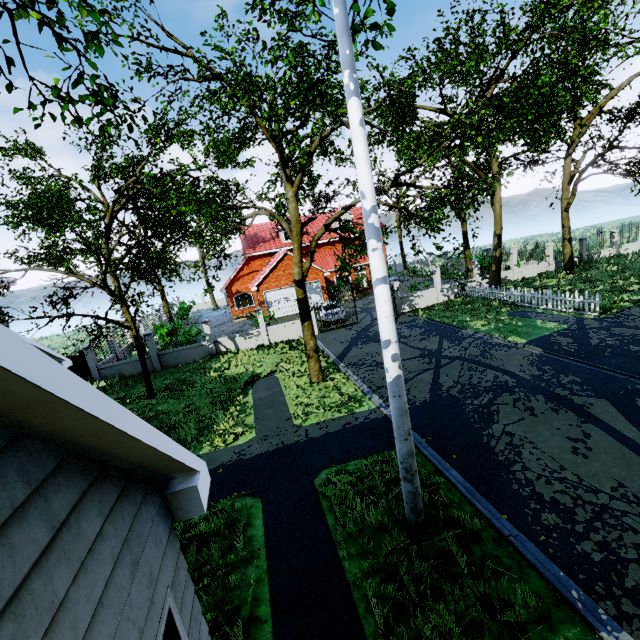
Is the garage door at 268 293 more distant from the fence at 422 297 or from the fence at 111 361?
the fence at 422 297

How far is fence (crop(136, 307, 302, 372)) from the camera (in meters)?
19.28

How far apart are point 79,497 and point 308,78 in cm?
1002

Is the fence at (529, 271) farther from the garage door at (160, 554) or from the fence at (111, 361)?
the garage door at (160, 554)

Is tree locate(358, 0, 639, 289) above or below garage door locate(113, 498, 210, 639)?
above

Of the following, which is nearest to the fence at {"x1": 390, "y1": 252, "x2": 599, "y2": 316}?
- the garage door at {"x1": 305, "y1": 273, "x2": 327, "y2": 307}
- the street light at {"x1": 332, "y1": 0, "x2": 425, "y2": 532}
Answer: the garage door at {"x1": 305, "y1": 273, "x2": 327, "y2": 307}

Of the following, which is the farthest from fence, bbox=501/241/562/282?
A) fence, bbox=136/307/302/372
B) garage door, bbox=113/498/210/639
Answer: garage door, bbox=113/498/210/639

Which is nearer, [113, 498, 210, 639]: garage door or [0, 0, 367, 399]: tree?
[113, 498, 210, 639]: garage door
